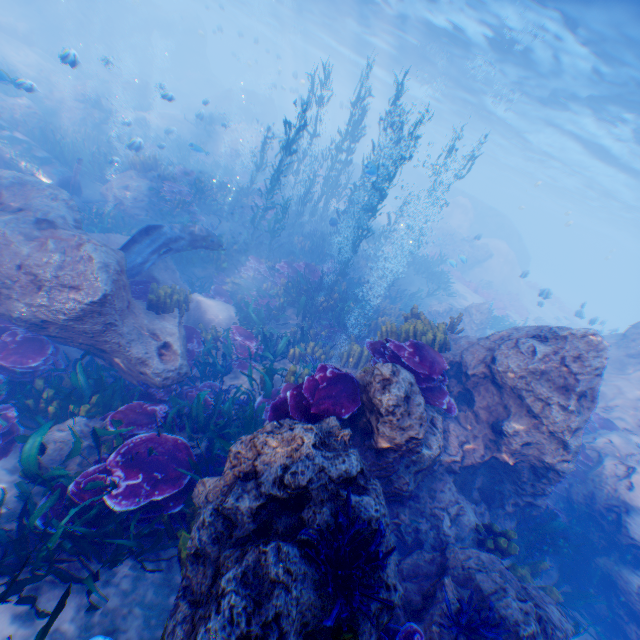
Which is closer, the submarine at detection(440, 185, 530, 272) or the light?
the light

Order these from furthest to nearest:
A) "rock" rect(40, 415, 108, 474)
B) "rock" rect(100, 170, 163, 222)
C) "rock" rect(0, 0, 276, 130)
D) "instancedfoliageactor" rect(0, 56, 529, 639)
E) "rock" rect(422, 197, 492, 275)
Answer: "rock" rect(422, 197, 492, 275), "rock" rect(0, 0, 276, 130), "rock" rect(100, 170, 163, 222), "rock" rect(40, 415, 108, 474), "instancedfoliageactor" rect(0, 56, 529, 639)

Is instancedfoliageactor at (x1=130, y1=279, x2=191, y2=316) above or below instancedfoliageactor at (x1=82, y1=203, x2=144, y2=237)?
above

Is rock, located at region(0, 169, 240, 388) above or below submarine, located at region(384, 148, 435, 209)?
below

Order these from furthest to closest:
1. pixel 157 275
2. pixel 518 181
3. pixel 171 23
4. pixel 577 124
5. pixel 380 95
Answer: pixel 518 181 → pixel 380 95 → pixel 171 23 → pixel 577 124 → pixel 157 275

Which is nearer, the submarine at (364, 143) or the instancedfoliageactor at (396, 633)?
the instancedfoliageactor at (396, 633)

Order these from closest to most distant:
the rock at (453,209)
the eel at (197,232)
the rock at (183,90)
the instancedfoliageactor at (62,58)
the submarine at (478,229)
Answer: the eel at (197,232)
the instancedfoliageactor at (62,58)
the rock at (183,90)
the rock at (453,209)
the submarine at (478,229)
